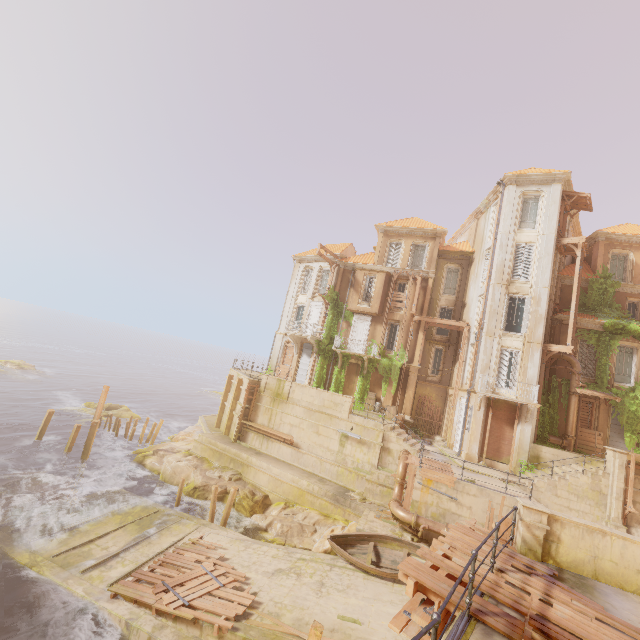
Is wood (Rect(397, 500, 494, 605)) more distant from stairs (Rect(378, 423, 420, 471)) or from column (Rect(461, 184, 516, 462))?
column (Rect(461, 184, 516, 462))

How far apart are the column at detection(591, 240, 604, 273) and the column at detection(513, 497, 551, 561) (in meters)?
24.40

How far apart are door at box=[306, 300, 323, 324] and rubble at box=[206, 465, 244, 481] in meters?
13.4

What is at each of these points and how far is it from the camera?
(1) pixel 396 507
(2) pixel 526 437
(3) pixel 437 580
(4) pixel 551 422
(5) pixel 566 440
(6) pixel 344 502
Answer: (1) pipe, 16.4 meters
(2) column, 20.0 meters
(3) wood, 5.8 meters
(4) plant, 21.5 meters
(5) pipe, 20.8 meters
(6) building, 19.1 meters

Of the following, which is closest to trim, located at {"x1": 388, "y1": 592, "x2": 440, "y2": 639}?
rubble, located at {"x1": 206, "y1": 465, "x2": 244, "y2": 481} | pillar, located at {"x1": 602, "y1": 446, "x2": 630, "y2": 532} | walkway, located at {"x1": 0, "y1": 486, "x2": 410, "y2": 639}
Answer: walkway, located at {"x1": 0, "y1": 486, "x2": 410, "y2": 639}

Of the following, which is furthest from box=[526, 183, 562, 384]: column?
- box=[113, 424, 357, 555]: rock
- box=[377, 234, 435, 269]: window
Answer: box=[113, 424, 357, 555]: rock

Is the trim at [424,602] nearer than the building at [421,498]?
Yes

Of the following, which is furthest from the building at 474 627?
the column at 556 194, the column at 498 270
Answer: the column at 498 270
